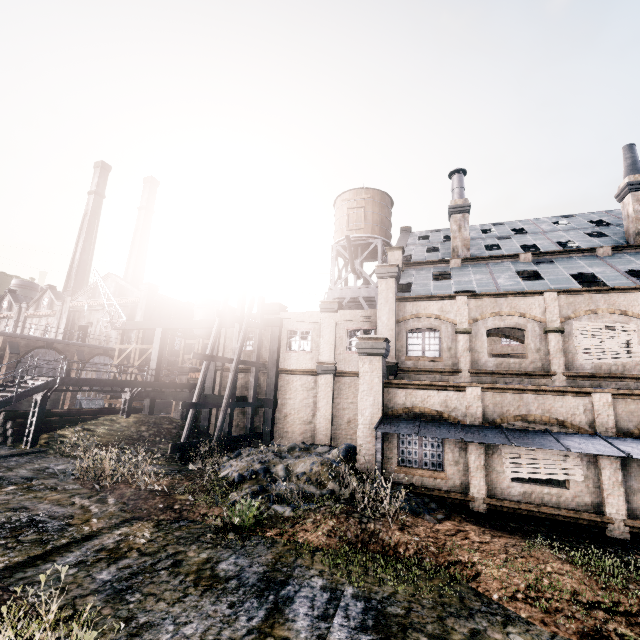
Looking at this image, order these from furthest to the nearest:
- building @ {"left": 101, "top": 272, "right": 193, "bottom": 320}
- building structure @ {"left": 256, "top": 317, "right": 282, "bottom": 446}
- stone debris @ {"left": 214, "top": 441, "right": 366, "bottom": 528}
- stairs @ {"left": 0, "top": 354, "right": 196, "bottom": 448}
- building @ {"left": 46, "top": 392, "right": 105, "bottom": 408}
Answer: building @ {"left": 101, "top": 272, "right": 193, "bottom": 320} < building @ {"left": 46, "top": 392, "right": 105, "bottom": 408} < building structure @ {"left": 256, "top": 317, "right": 282, "bottom": 446} < stairs @ {"left": 0, "top": 354, "right": 196, "bottom": 448} < stone debris @ {"left": 214, "top": 441, "right": 366, "bottom": 528}

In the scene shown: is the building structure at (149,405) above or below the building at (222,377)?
below

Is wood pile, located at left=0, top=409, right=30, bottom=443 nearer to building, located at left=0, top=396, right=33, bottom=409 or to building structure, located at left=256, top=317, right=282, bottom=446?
building structure, located at left=256, top=317, right=282, bottom=446

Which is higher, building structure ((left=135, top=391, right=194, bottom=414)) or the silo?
the silo

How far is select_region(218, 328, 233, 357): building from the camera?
26.0m

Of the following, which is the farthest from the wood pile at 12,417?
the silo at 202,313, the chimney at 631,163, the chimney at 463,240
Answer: the chimney at 631,163

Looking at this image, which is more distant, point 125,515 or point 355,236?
point 355,236

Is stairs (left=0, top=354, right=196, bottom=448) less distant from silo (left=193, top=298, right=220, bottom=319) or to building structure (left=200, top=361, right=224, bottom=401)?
building structure (left=200, top=361, right=224, bottom=401)
